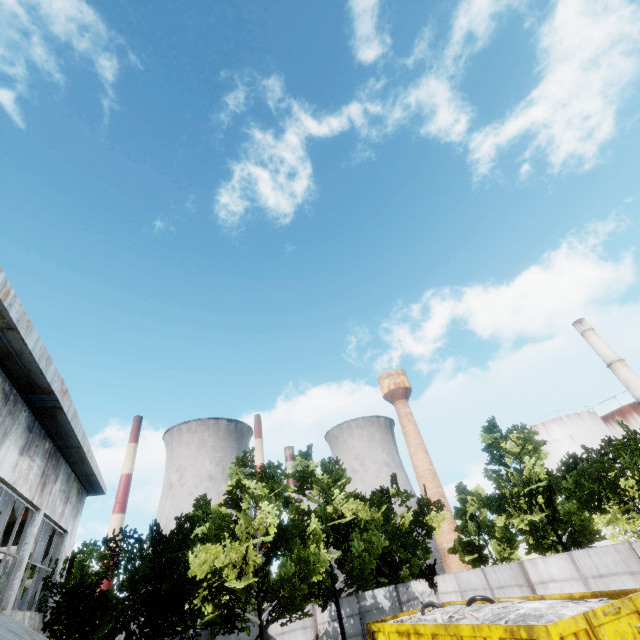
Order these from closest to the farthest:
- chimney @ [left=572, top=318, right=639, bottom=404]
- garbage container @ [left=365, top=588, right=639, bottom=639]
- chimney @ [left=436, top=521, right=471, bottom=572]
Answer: garbage container @ [left=365, top=588, right=639, bottom=639], chimney @ [left=572, top=318, right=639, bottom=404], chimney @ [left=436, top=521, right=471, bottom=572]

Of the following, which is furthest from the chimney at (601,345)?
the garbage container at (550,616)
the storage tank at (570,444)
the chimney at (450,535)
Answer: the chimney at (450,535)

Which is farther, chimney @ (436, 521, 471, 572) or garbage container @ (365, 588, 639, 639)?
chimney @ (436, 521, 471, 572)

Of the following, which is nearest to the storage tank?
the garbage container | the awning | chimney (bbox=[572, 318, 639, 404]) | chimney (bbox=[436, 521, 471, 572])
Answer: chimney (bbox=[572, 318, 639, 404])

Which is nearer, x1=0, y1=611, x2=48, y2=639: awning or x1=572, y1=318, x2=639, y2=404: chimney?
x1=0, y1=611, x2=48, y2=639: awning

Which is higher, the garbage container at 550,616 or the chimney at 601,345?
the chimney at 601,345

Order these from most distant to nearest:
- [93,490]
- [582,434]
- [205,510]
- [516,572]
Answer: [582,434] → [205,510] → [516,572] → [93,490]

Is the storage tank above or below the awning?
above
